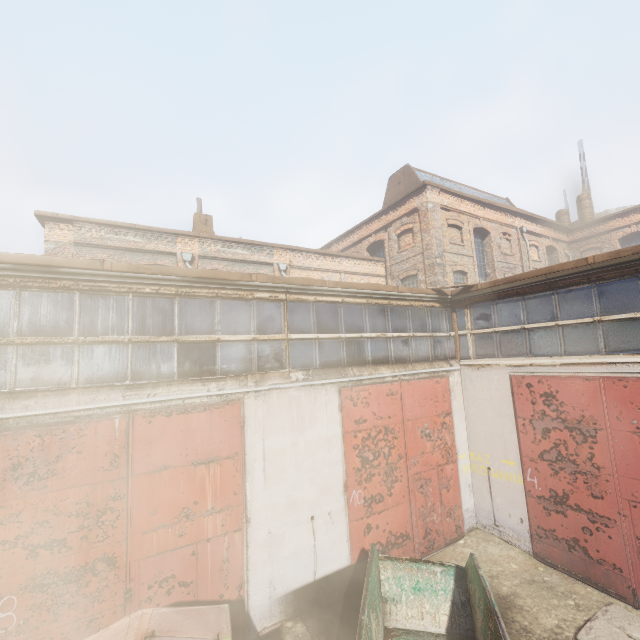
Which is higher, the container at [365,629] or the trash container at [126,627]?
the trash container at [126,627]

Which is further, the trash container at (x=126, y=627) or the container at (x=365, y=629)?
the container at (x=365, y=629)

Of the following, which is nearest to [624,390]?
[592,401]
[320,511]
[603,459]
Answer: [592,401]

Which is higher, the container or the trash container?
the trash container

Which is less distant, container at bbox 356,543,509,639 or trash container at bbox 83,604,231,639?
trash container at bbox 83,604,231,639
